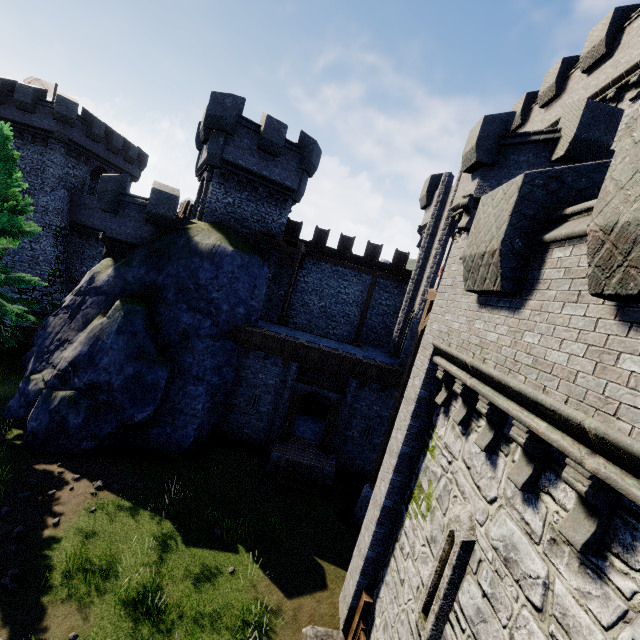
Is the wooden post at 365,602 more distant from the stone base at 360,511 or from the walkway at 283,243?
the walkway at 283,243

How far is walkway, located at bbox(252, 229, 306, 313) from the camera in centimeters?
1873cm

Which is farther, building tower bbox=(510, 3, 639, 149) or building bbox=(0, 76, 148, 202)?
building bbox=(0, 76, 148, 202)

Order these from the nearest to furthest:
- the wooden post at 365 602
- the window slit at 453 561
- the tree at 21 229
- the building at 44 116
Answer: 1. the window slit at 453 561
2. the wooden post at 365 602
3. the tree at 21 229
4. the building at 44 116

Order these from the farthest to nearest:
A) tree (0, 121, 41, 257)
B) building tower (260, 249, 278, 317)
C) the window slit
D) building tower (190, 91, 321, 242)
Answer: building tower (260, 249, 278, 317) < building tower (190, 91, 321, 242) < tree (0, 121, 41, 257) < the window slit

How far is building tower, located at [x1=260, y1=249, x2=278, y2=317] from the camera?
20.9 meters

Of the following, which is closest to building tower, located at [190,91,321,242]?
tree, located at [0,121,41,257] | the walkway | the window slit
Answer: the walkway

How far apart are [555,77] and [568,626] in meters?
22.9 m
